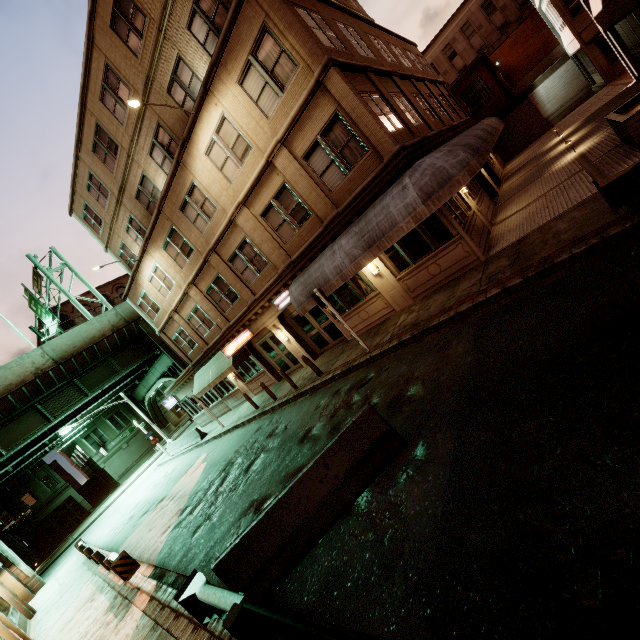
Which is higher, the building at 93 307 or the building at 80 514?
the building at 93 307

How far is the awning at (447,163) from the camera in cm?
943

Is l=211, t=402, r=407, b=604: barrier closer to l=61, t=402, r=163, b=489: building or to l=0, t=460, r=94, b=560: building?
l=61, t=402, r=163, b=489: building

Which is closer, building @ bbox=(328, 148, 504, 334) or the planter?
the planter

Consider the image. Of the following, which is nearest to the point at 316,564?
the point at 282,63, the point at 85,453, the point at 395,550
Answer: the point at 395,550

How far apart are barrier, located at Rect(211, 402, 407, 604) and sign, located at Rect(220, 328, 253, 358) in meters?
12.0 m

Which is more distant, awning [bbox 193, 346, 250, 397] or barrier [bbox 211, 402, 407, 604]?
awning [bbox 193, 346, 250, 397]

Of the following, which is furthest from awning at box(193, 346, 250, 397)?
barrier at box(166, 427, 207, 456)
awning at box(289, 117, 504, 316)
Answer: awning at box(289, 117, 504, 316)
